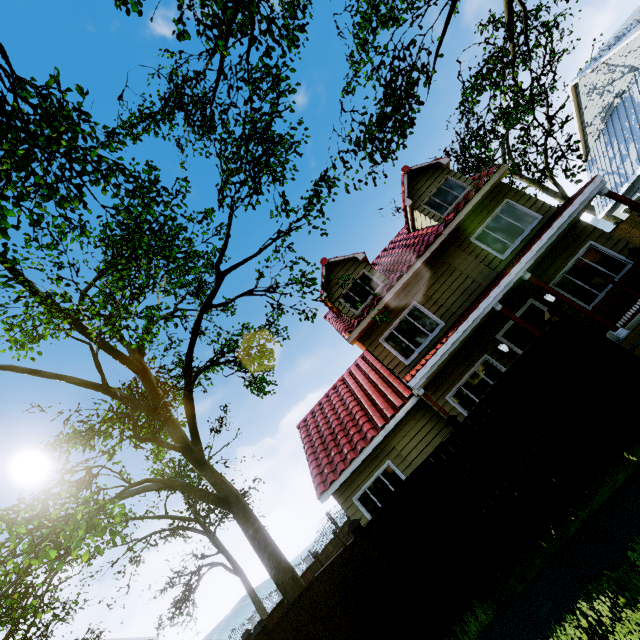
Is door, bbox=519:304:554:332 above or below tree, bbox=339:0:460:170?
below

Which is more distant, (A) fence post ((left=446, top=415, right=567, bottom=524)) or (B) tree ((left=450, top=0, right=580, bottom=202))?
(B) tree ((left=450, top=0, right=580, bottom=202))

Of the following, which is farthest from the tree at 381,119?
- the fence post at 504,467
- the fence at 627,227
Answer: the fence post at 504,467

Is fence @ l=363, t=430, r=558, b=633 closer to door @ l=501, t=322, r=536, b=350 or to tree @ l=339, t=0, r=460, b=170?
tree @ l=339, t=0, r=460, b=170

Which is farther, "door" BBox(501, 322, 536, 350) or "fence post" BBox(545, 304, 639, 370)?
"door" BBox(501, 322, 536, 350)

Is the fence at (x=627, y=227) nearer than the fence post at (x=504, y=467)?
A: No

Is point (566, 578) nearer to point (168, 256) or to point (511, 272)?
point (511, 272)

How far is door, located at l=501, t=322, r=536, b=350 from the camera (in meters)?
10.41
